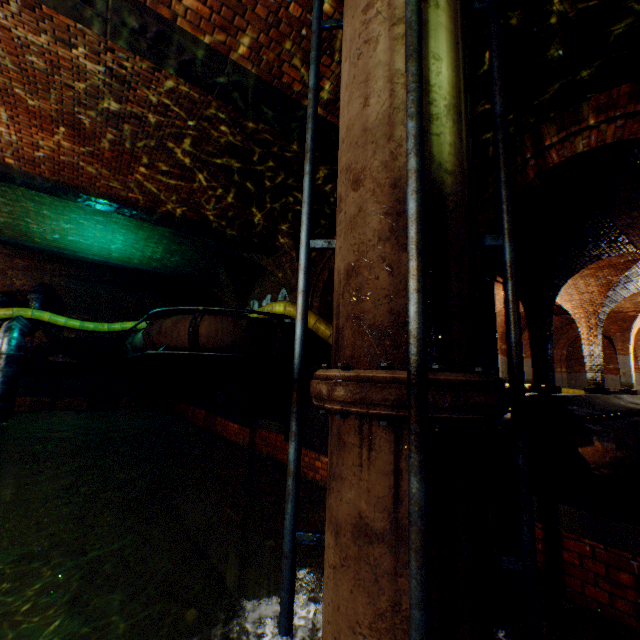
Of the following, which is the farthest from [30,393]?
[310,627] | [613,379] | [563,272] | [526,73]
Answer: [613,379]

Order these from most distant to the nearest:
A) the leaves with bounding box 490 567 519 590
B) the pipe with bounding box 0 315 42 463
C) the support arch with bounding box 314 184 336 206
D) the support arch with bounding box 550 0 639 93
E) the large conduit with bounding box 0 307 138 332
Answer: the large conduit with bounding box 0 307 138 332
the pipe with bounding box 0 315 42 463
the support arch with bounding box 314 184 336 206
the support arch with bounding box 550 0 639 93
the leaves with bounding box 490 567 519 590

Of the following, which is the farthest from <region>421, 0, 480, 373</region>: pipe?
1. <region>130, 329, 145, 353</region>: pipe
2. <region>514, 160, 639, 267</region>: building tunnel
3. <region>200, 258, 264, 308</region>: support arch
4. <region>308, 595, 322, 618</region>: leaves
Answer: <region>200, 258, 264, 308</region>: support arch

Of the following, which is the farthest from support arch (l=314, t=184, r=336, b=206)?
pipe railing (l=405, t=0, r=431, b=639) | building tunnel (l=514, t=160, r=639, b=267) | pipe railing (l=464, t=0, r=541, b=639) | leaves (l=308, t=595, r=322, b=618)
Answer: leaves (l=308, t=595, r=322, b=618)

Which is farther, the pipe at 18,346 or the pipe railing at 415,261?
the pipe at 18,346

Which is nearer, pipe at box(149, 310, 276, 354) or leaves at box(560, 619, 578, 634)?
leaves at box(560, 619, 578, 634)

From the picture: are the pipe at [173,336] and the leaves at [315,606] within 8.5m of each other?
yes

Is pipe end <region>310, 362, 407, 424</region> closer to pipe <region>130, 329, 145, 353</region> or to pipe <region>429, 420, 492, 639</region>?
pipe <region>429, 420, 492, 639</region>
